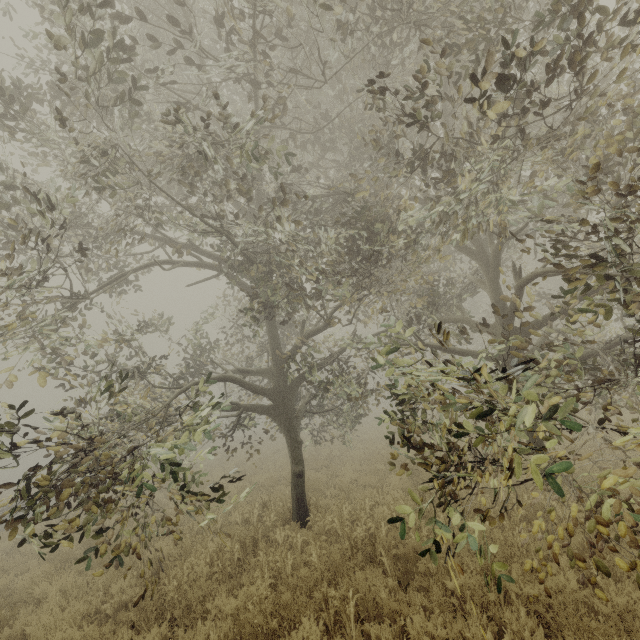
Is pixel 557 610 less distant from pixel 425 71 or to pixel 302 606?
pixel 302 606
